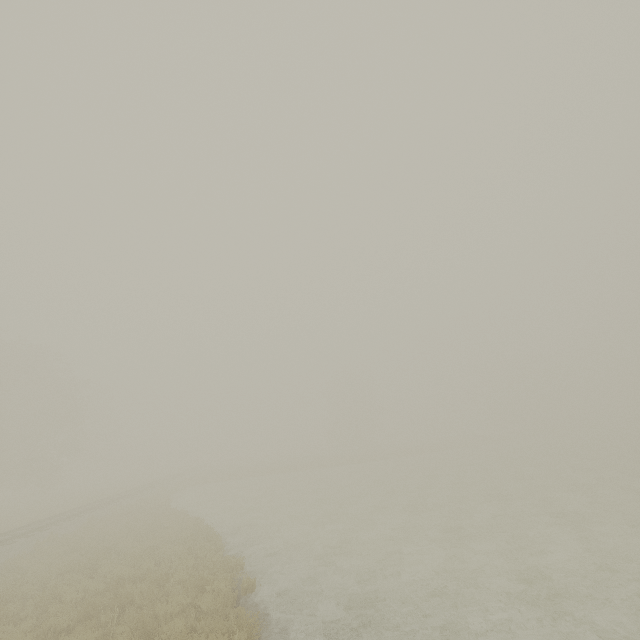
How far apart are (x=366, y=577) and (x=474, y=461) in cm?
3470
